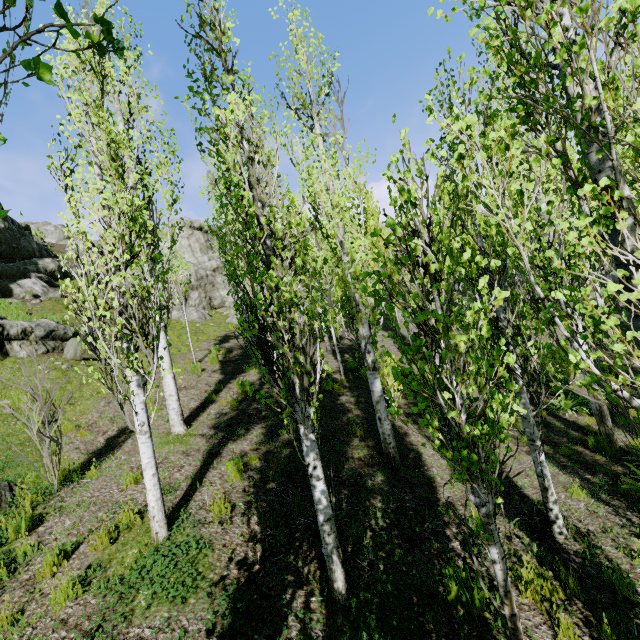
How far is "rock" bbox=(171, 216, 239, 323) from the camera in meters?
23.8

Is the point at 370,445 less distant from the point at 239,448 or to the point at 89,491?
the point at 239,448

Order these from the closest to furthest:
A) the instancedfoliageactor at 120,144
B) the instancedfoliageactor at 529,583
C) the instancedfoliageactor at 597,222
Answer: the instancedfoliageactor at 597,222, the instancedfoliageactor at 529,583, the instancedfoliageactor at 120,144

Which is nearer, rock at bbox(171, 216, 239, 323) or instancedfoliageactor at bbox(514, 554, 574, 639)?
instancedfoliageactor at bbox(514, 554, 574, 639)

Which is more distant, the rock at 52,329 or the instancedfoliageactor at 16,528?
the rock at 52,329

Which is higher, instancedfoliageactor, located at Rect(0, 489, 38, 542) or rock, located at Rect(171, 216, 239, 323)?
rock, located at Rect(171, 216, 239, 323)

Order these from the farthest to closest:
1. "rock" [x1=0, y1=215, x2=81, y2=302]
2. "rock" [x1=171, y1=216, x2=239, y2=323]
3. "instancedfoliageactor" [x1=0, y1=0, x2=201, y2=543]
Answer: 1. "rock" [x1=171, y1=216, x2=239, y2=323]
2. "rock" [x1=0, y1=215, x2=81, y2=302]
3. "instancedfoliageactor" [x1=0, y1=0, x2=201, y2=543]
